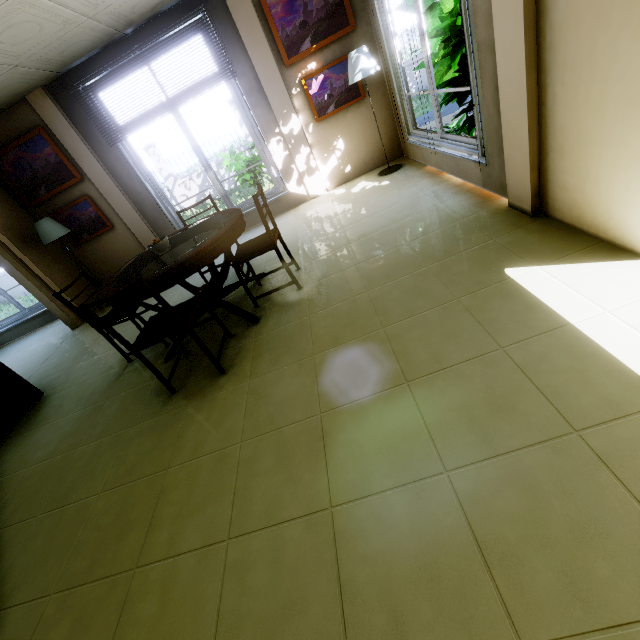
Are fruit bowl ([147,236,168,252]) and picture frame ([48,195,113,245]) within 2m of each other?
no

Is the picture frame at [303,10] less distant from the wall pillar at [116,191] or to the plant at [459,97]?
the plant at [459,97]

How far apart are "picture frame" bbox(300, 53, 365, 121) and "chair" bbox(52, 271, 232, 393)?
3.6 meters

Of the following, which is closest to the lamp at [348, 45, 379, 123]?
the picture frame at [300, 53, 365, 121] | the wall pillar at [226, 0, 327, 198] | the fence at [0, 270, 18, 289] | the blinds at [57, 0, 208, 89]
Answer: the picture frame at [300, 53, 365, 121]

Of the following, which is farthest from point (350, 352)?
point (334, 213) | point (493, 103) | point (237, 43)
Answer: point (237, 43)

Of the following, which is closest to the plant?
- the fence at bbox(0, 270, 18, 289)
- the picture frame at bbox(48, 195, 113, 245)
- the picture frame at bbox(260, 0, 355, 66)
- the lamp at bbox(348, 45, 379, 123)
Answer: the lamp at bbox(348, 45, 379, 123)

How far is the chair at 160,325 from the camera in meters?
2.0

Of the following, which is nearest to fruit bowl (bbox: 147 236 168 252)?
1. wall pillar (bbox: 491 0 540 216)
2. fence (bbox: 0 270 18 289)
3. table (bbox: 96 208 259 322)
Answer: table (bbox: 96 208 259 322)
